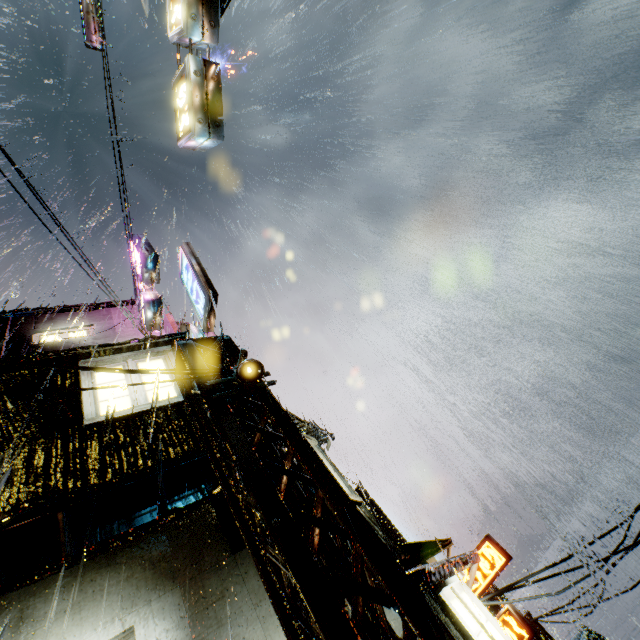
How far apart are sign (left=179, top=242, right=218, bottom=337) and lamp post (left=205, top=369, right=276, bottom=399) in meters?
2.0

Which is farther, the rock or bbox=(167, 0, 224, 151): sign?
the rock

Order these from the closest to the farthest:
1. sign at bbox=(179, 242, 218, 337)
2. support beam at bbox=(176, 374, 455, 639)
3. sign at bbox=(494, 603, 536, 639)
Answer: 1. support beam at bbox=(176, 374, 455, 639)
2. sign at bbox=(179, 242, 218, 337)
3. sign at bbox=(494, 603, 536, 639)

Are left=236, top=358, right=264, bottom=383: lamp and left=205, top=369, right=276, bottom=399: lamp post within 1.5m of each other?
yes

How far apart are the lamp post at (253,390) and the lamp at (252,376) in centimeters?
11cm

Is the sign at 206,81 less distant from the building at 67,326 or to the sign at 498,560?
the building at 67,326

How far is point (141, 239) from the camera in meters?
13.8 m

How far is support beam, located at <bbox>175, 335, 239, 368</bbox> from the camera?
6.7m
